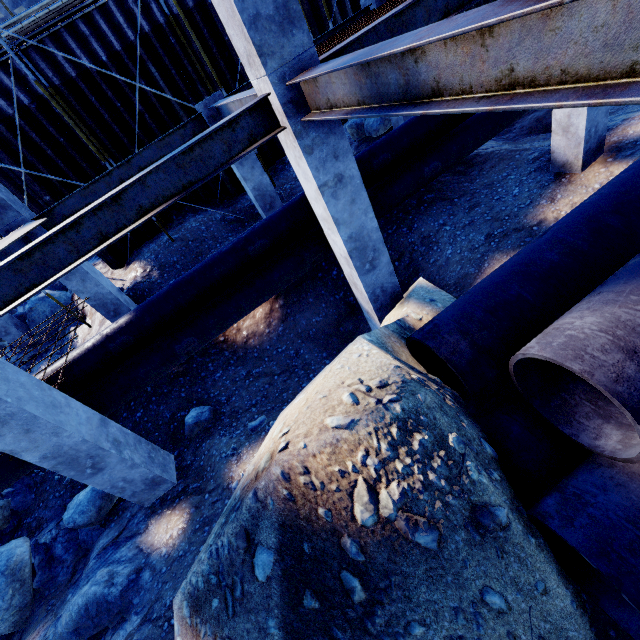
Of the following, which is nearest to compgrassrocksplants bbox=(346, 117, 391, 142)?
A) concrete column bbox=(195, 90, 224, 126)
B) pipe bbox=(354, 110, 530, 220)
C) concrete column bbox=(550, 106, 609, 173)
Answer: pipe bbox=(354, 110, 530, 220)

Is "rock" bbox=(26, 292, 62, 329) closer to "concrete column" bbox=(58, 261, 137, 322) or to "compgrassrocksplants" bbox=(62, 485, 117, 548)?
"concrete column" bbox=(58, 261, 137, 322)

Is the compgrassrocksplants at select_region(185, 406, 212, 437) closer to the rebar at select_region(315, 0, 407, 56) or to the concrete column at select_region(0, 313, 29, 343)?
the rebar at select_region(315, 0, 407, 56)

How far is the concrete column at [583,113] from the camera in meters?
5.7 m

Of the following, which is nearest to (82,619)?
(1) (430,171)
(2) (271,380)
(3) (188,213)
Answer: (2) (271,380)

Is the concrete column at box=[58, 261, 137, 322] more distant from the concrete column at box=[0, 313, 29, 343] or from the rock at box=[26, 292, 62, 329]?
the concrete column at box=[0, 313, 29, 343]

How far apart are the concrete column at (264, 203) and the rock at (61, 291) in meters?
8.8

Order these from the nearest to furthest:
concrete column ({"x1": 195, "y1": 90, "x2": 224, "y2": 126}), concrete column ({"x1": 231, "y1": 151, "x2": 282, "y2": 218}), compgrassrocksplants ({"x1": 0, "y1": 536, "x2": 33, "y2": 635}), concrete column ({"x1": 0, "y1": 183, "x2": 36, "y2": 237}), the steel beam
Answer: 1. the steel beam
2. compgrassrocksplants ({"x1": 0, "y1": 536, "x2": 33, "y2": 635})
3. concrete column ({"x1": 0, "y1": 183, "x2": 36, "y2": 237})
4. concrete column ({"x1": 195, "y1": 90, "x2": 224, "y2": 126})
5. concrete column ({"x1": 231, "y1": 151, "x2": 282, "y2": 218})
